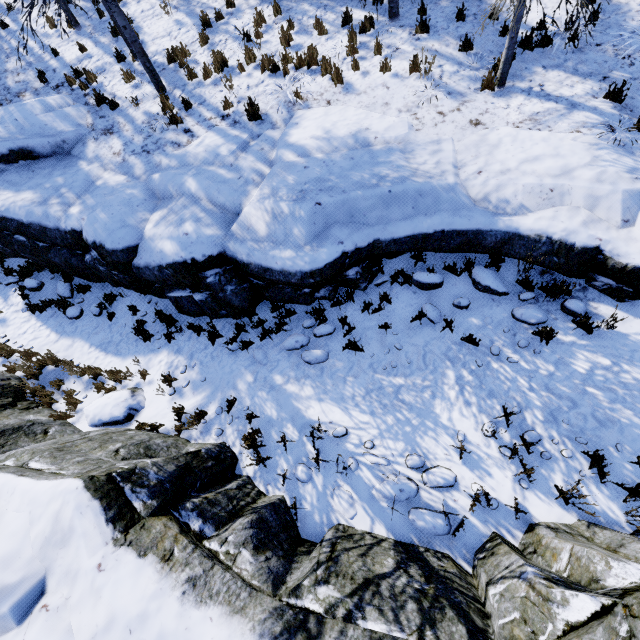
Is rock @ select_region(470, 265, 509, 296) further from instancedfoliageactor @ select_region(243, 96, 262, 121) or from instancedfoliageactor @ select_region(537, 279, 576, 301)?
instancedfoliageactor @ select_region(243, 96, 262, 121)

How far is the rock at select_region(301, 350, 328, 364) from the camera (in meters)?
6.10

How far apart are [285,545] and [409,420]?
2.5 meters

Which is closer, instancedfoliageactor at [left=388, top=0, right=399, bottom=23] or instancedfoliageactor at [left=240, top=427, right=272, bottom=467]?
instancedfoliageactor at [left=240, top=427, right=272, bottom=467]

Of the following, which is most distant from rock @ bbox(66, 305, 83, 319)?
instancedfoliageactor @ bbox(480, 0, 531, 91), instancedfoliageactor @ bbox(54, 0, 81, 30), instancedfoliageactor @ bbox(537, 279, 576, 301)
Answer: instancedfoliageactor @ bbox(480, 0, 531, 91)

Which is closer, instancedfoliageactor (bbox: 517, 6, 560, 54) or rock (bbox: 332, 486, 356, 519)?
rock (bbox: 332, 486, 356, 519)

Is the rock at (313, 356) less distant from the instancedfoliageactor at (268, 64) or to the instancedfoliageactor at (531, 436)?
the instancedfoliageactor at (531, 436)

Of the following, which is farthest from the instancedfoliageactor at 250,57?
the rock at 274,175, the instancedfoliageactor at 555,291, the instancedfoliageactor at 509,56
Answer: the instancedfoliageactor at 555,291
